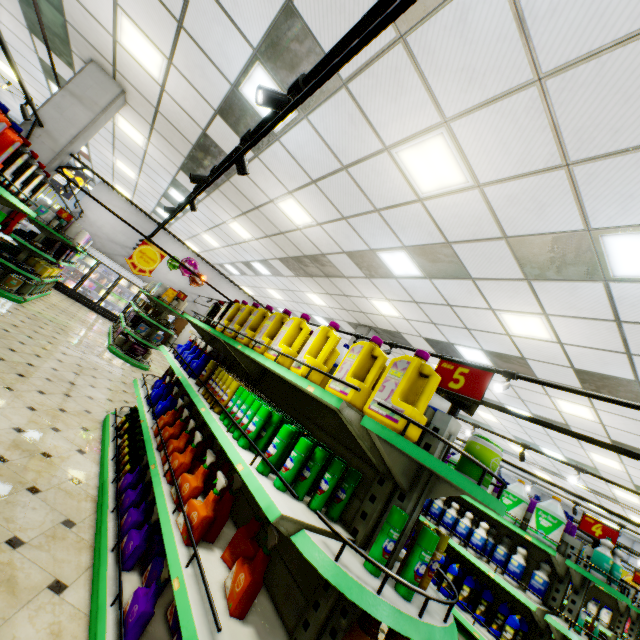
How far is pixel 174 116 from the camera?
6.3 meters

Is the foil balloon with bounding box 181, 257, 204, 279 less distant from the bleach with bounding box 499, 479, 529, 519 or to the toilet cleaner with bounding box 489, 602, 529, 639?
the bleach with bounding box 499, 479, 529, 519

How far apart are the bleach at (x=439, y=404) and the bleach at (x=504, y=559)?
2.7 meters

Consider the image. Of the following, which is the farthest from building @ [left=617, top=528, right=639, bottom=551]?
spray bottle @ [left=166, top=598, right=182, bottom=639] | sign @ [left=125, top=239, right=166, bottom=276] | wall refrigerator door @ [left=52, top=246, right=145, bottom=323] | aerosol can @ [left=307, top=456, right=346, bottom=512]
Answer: sign @ [left=125, top=239, right=166, bottom=276]

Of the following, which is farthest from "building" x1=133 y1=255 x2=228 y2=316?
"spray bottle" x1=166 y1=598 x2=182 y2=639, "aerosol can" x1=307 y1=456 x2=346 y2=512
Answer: "aerosol can" x1=307 y1=456 x2=346 y2=512

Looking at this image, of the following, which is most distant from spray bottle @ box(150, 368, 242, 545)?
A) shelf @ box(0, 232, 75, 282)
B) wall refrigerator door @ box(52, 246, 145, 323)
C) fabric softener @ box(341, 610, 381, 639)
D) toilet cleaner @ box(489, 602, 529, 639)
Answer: wall refrigerator door @ box(52, 246, 145, 323)

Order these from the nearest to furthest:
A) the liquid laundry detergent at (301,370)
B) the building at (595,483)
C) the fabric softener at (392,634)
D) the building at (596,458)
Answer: the fabric softener at (392,634)
the liquid laundry detergent at (301,370)
the building at (596,458)
the building at (595,483)

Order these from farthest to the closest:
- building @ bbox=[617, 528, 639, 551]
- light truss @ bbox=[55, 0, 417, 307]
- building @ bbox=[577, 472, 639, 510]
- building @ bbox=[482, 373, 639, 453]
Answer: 1. building @ bbox=[617, 528, 639, 551]
2. building @ bbox=[577, 472, 639, 510]
3. building @ bbox=[482, 373, 639, 453]
4. light truss @ bbox=[55, 0, 417, 307]
